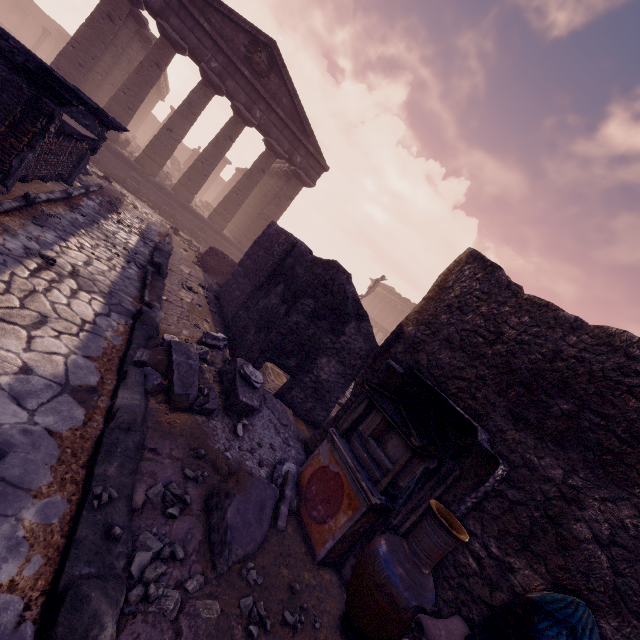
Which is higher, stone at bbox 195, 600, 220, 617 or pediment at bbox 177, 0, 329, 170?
pediment at bbox 177, 0, 329, 170

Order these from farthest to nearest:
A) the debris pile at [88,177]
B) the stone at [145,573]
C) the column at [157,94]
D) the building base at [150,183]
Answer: the building base at [150,183] < the column at [157,94] < the debris pile at [88,177] < the stone at [145,573]

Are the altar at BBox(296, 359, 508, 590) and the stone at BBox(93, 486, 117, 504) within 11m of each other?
yes

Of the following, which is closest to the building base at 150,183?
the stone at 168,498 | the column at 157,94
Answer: the column at 157,94

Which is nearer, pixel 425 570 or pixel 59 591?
pixel 59 591

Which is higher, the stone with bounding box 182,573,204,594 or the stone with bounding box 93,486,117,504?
the stone with bounding box 93,486,117,504

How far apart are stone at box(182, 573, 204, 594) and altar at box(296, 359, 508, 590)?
1.3m

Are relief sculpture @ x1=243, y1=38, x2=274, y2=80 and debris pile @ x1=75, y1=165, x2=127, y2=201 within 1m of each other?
no
